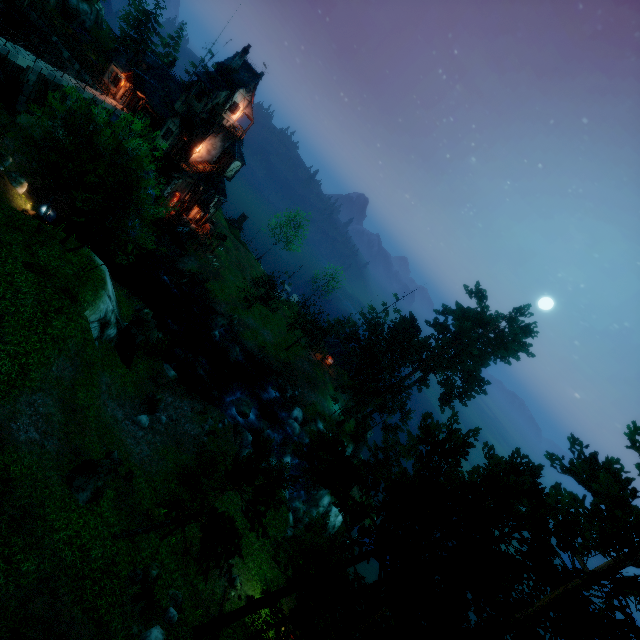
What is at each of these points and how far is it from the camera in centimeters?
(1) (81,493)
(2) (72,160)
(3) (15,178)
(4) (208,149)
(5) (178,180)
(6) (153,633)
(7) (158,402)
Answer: (1) rock, 1366cm
(2) tree, 1812cm
(3) rock, 2608cm
(4) tower, 3850cm
(5) tower, 3788cm
(6) rock, 1170cm
(7) rock, 2322cm

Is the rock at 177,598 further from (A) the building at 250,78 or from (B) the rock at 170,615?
(A) the building at 250,78

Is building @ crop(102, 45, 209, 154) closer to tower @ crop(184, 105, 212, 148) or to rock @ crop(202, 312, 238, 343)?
tower @ crop(184, 105, 212, 148)

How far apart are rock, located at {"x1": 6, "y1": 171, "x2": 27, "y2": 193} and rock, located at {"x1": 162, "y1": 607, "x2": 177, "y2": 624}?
31.8 meters

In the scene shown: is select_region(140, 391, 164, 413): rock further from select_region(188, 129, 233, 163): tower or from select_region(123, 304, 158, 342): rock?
select_region(188, 129, 233, 163): tower

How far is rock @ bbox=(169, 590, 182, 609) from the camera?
13.70m

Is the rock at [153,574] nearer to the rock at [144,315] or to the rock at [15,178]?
the rock at [144,315]

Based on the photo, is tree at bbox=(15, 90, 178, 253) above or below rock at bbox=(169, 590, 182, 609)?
above
